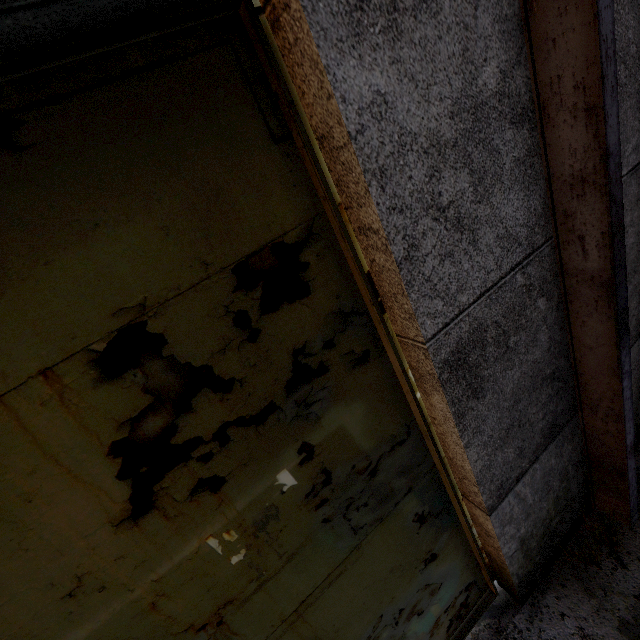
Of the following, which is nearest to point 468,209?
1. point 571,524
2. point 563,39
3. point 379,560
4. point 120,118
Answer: point 563,39
